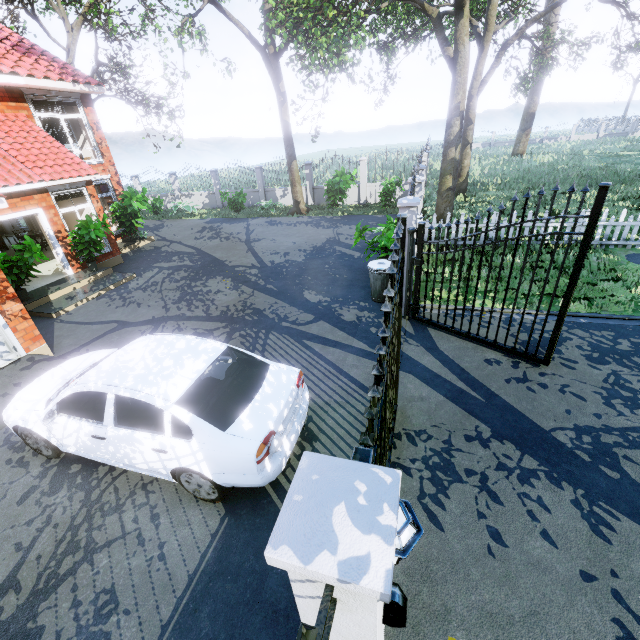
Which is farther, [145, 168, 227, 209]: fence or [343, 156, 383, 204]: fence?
[145, 168, 227, 209]: fence

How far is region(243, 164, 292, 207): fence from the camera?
20.2 meters

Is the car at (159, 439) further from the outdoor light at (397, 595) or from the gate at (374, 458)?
the outdoor light at (397, 595)

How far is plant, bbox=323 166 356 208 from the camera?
16.2m

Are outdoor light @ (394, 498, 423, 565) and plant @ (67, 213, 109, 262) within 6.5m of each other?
no

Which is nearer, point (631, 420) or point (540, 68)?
point (631, 420)

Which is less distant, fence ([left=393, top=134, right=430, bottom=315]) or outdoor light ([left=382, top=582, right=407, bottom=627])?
outdoor light ([left=382, top=582, right=407, bottom=627])

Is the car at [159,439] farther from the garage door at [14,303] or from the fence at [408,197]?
the fence at [408,197]
